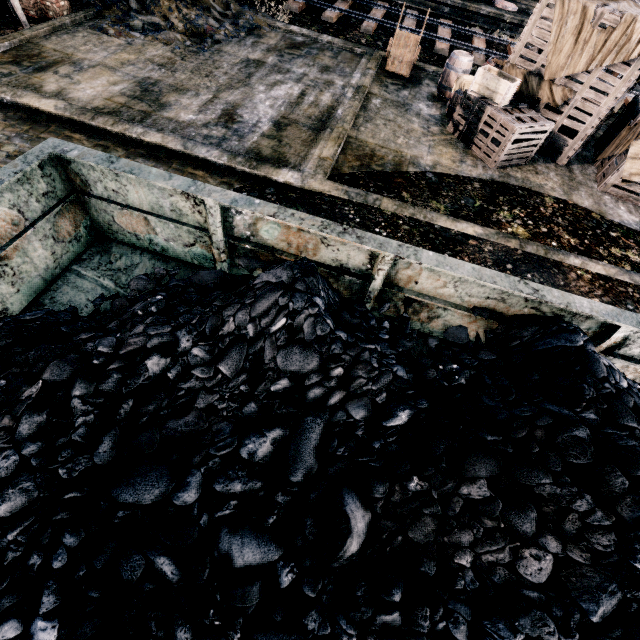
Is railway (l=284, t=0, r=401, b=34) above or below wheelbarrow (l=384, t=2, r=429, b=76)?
below

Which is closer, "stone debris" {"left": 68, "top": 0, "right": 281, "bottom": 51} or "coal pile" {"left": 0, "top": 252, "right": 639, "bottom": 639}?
"coal pile" {"left": 0, "top": 252, "right": 639, "bottom": 639}

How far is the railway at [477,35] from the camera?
15.9 meters

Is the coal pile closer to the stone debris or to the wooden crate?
the wooden crate

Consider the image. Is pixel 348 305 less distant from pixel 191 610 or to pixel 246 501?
pixel 246 501

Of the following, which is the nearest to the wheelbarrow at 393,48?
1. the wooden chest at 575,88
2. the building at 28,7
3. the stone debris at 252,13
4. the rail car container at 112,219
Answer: the wooden chest at 575,88

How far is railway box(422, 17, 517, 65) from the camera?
15.85m

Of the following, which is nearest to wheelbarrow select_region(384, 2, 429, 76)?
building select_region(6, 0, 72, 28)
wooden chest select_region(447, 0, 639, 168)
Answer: wooden chest select_region(447, 0, 639, 168)
